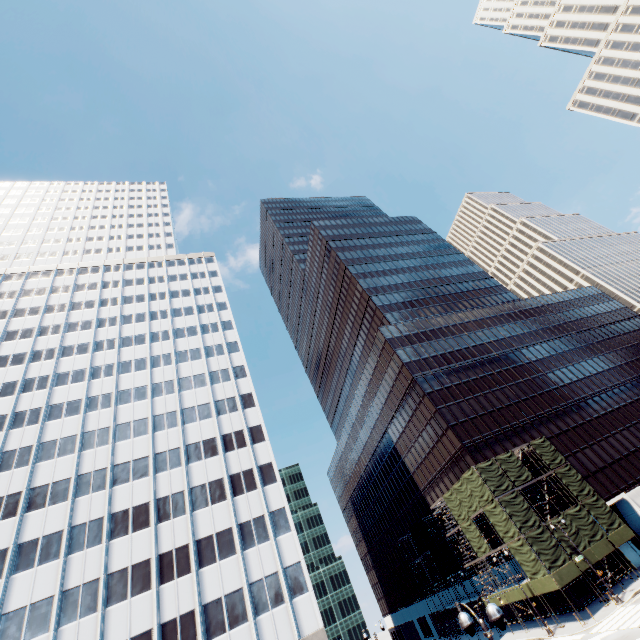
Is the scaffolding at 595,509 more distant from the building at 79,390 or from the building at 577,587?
the building at 79,390

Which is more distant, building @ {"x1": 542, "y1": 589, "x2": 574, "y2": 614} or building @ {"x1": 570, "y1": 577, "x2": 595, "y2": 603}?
building @ {"x1": 542, "y1": 589, "x2": 574, "y2": 614}

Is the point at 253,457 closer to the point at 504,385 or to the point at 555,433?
the point at 504,385

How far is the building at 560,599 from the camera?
35.8m

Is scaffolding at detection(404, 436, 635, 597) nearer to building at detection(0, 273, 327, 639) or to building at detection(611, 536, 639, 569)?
building at detection(611, 536, 639, 569)

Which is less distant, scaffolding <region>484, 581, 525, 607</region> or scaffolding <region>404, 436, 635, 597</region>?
scaffolding <region>404, 436, 635, 597</region>
